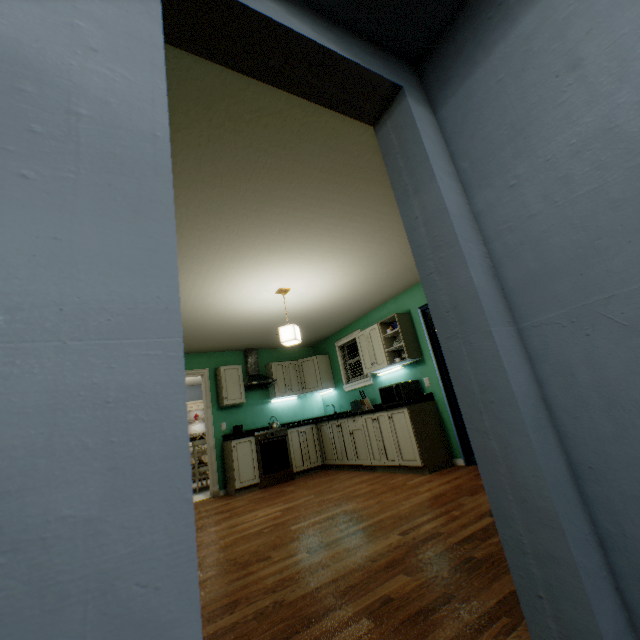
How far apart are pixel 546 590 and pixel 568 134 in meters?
1.3 m

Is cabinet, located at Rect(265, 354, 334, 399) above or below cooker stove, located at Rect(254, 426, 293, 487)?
above

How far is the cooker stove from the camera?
5.3m

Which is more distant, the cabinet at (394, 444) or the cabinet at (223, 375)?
the cabinet at (223, 375)

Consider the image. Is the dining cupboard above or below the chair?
above

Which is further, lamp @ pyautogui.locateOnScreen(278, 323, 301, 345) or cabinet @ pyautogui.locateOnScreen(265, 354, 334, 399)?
cabinet @ pyautogui.locateOnScreen(265, 354, 334, 399)

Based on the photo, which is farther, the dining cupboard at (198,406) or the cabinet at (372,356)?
the dining cupboard at (198,406)

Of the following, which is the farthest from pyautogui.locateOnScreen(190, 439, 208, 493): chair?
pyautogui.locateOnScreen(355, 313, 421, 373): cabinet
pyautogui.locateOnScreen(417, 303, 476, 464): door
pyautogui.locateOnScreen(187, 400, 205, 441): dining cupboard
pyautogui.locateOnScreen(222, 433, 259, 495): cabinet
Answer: pyautogui.locateOnScreen(417, 303, 476, 464): door
